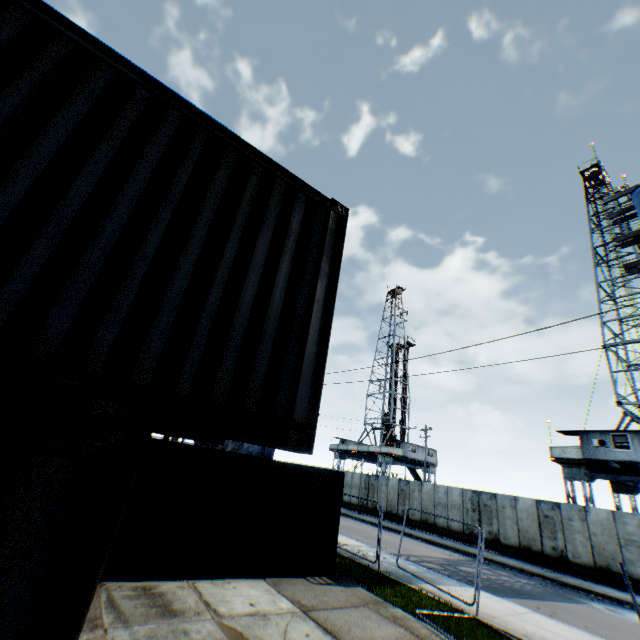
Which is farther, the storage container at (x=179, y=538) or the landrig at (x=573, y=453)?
the landrig at (x=573, y=453)

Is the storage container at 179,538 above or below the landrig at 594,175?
below

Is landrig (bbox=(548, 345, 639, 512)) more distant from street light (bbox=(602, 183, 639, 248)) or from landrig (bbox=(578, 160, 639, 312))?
street light (bbox=(602, 183, 639, 248))

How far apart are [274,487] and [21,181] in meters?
9.8 m

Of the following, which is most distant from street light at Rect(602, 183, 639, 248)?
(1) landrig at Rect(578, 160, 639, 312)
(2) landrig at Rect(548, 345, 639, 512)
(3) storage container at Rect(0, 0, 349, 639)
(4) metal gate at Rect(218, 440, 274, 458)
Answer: (4) metal gate at Rect(218, 440, 274, 458)

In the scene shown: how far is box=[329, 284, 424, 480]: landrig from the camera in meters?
42.0 m

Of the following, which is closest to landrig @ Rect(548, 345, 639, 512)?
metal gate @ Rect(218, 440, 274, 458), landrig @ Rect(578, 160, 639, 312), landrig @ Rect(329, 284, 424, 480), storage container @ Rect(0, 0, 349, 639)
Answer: landrig @ Rect(578, 160, 639, 312)

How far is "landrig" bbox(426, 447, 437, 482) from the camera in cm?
4397
